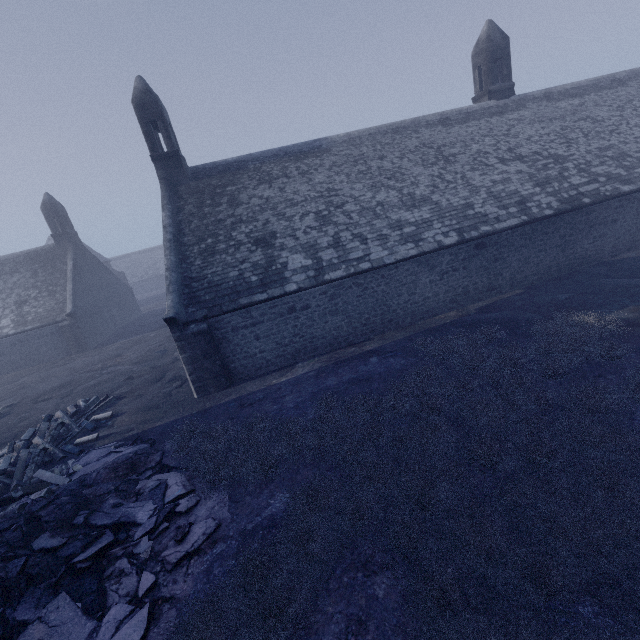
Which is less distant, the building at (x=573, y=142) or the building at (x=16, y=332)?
the building at (x=573, y=142)

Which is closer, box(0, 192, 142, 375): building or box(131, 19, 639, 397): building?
box(131, 19, 639, 397): building

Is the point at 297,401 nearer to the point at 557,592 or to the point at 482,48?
the point at 557,592
